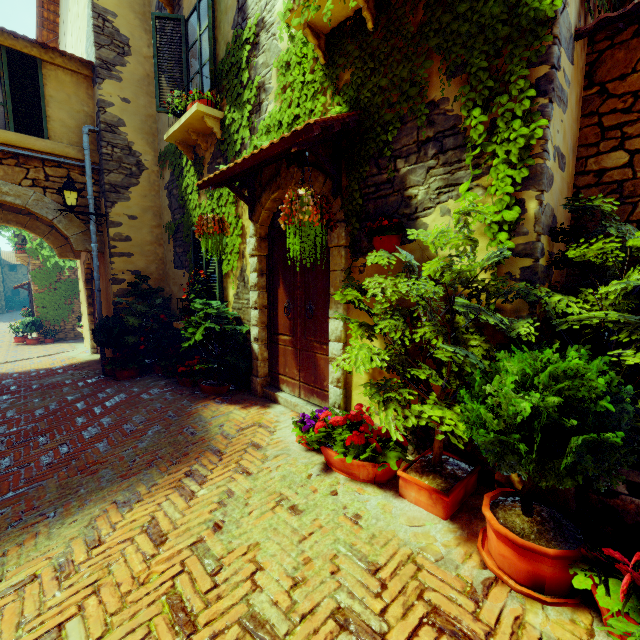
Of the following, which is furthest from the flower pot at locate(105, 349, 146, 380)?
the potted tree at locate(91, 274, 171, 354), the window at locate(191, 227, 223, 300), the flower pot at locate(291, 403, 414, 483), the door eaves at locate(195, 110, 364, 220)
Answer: the flower pot at locate(291, 403, 414, 483)

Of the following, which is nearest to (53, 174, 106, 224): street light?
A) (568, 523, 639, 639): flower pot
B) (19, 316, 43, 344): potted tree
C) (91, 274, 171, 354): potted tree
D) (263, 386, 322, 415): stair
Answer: (91, 274, 171, 354): potted tree

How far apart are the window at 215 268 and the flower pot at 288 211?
2.7m

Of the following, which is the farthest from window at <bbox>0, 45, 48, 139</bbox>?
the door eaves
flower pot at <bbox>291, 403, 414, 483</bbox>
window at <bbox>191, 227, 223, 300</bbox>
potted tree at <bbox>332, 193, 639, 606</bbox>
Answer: flower pot at <bbox>291, 403, 414, 483</bbox>

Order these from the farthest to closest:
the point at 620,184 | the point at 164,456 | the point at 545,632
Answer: the point at 164,456, the point at 620,184, the point at 545,632

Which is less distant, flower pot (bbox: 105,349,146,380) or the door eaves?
the door eaves

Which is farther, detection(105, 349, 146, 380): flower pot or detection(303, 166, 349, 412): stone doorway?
detection(105, 349, 146, 380): flower pot

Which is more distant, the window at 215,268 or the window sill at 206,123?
the window at 215,268
